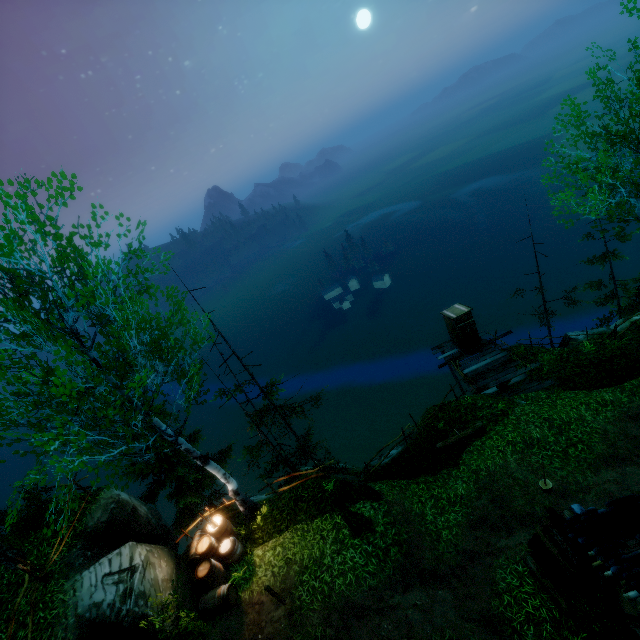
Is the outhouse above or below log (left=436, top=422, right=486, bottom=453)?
above

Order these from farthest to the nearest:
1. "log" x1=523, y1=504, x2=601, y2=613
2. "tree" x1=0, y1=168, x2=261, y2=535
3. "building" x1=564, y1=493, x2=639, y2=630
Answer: "log" x1=523, y1=504, x2=601, y2=613, "tree" x1=0, y1=168, x2=261, y2=535, "building" x1=564, y1=493, x2=639, y2=630

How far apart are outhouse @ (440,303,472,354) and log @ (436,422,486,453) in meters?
5.7 m

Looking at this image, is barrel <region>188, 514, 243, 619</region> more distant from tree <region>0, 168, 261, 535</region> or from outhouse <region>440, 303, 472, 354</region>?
tree <region>0, 168, 261, 535</region>

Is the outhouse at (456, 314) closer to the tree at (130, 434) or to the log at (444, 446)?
the log at (444, 446)

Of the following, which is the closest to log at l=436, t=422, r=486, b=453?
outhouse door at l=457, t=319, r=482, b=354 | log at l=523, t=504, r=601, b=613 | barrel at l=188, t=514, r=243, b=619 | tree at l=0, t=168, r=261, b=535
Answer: log at l=523, t=504, r=601, b=613

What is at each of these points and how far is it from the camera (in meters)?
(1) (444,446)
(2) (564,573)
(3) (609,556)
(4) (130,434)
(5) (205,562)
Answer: (1) log, 13.27
(2) log, 7.86
(3) building, 5.84
(4) tree, 7.30
(5) barrel, 10.73

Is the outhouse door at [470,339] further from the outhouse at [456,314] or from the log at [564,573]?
the log at [564,573]
